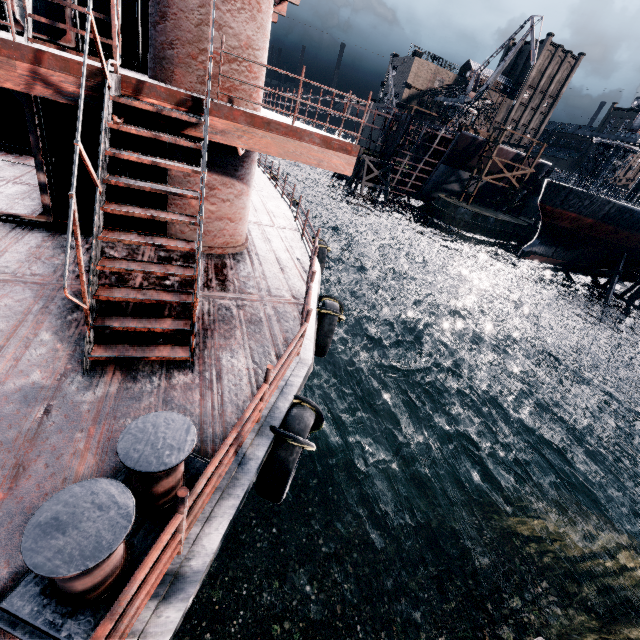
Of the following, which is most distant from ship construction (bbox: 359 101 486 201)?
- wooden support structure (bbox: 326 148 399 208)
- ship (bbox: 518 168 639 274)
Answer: ship (bbox: 518 168 639 274)

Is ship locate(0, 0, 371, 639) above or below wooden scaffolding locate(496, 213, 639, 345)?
above

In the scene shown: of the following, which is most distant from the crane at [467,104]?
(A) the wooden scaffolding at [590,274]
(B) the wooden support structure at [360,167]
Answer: (A) the wooden scaffolding at [590,274]

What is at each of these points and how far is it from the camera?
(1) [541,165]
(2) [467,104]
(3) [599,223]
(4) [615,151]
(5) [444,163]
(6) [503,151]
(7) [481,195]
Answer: (1) ship construction, 54.2m
(2) crane, 47.6m
(3) ship, 31.8m
(4) crane, 50.8m
(5) ship construction, 51.9m
(6) ship construction, 51.1m
(7) ship construction, 57.8m

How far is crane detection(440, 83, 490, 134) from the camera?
45.35m

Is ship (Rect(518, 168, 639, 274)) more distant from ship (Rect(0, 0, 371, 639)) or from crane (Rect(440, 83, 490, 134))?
ship (Rect(0, 0, 371, 639))

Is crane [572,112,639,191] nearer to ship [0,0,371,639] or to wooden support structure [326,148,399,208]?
wooden support structure [326,148,399,208]

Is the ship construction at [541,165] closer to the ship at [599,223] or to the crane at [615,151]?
the crane at [615,151]
